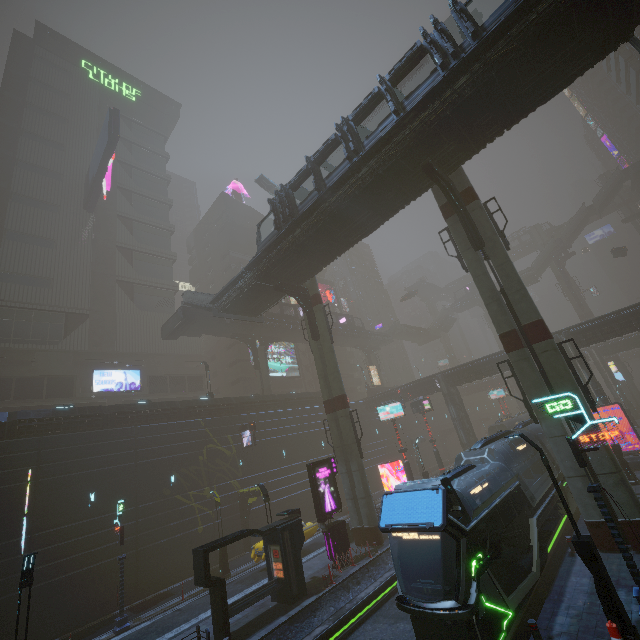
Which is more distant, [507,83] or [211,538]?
[211,538]

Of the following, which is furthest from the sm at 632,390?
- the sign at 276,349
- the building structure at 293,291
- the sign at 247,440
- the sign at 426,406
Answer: the sign at 247,440

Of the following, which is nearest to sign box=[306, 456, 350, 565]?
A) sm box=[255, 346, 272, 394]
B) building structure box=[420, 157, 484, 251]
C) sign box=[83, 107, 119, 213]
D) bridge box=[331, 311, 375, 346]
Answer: building structure box=[420, 157, 484, 251]

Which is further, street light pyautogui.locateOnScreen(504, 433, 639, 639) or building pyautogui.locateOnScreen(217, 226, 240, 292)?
building pyautogui.locateOnScreen(217, 226, 240, 292)

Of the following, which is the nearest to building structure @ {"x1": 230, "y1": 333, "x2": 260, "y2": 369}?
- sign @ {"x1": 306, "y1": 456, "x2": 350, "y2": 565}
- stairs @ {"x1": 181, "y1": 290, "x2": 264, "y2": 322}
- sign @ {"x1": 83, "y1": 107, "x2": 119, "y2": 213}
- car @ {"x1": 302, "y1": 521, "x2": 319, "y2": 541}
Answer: stairs @ {"x1": 181, "y1": 290, "x2": 264, "y2": 322}

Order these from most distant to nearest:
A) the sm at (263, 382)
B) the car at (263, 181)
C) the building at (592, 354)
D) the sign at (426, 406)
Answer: the building at (592, 354)
the car at (263, 181)
the sm at (263, 382)
the sign at (426, 406)

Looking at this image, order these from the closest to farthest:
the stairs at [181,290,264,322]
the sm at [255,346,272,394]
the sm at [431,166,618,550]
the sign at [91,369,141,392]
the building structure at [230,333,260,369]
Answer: the sm at [431,166,618,550]
the stairs at [181,290,264,322]
the sign at [91,369,141,392]
the sm at [255,346,272,394]
the building structure at [230,333,260,369]

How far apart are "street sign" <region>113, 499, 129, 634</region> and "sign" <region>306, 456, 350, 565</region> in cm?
1142
